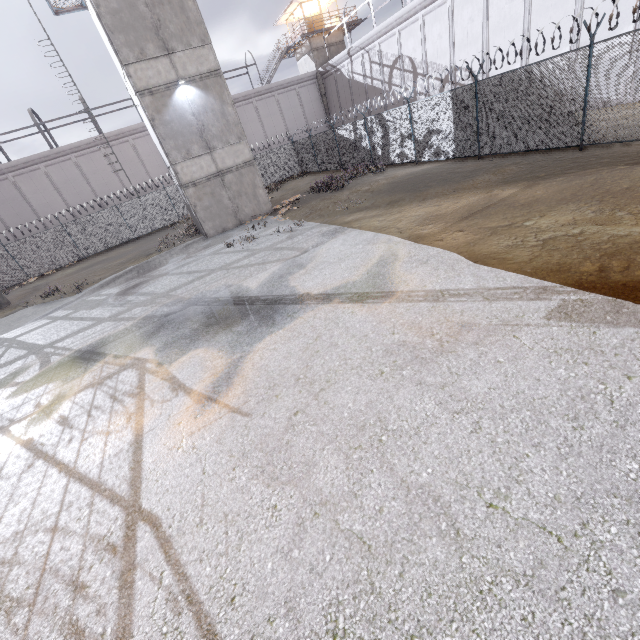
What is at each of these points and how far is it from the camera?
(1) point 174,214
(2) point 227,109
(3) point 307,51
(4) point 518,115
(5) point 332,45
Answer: (1) fence, 27.17m
(2) building, 15.81m
(3) building, 33.53m
(4) fence, 11.90m
(5) building, 33.50m

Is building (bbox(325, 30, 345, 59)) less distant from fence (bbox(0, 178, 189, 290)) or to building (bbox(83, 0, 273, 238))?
fence (bbox(0, 178, 189, 290))

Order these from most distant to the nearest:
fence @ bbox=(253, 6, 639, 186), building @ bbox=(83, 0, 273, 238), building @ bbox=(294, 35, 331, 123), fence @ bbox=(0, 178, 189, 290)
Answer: building @ bbox=(294, 35, 331, 123) → fence @ bbox=(0, 178, 189, 290) → building @ bbox=(83, 0, 273, 238) → fence @ bbox=(253, 6, 639, 186)

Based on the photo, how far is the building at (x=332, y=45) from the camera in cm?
3319

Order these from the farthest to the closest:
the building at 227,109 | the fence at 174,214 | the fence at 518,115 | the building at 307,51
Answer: the building at 307,51
the fence at 174,214
the building at 227,109
the fence at 518,115

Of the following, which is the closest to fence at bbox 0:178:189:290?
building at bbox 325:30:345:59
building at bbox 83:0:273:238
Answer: building at bbox 83:0:273:238

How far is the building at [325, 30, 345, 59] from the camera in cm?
3319
